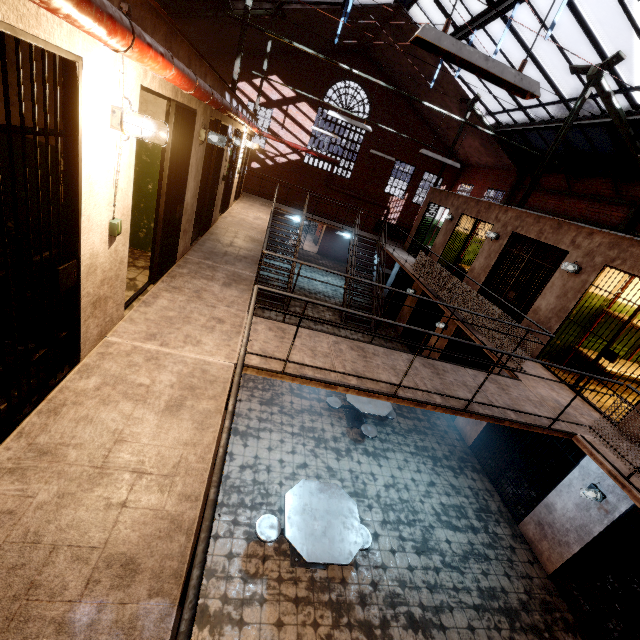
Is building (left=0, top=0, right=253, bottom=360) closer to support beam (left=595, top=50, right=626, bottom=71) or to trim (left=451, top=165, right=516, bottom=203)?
support beam (left=595, top=50, right=626, bottom=71)

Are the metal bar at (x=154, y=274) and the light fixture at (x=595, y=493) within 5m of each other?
no

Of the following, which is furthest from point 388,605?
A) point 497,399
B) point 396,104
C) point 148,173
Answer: point 396,104

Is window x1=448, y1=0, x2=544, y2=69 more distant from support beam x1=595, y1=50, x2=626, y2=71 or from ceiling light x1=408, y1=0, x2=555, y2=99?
ceiling light x1=408, y1=0, x2=555, y2=99

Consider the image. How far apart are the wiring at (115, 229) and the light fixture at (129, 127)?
0.1m

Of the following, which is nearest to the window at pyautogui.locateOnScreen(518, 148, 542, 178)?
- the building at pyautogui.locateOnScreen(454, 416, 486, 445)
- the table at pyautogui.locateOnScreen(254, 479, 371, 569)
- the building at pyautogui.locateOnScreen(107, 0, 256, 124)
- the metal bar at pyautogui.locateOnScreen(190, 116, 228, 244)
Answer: the building at pyautogui.locateOnScreen(107, 0, 256, 124)

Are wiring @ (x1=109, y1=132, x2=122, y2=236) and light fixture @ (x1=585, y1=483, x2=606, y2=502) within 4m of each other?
no

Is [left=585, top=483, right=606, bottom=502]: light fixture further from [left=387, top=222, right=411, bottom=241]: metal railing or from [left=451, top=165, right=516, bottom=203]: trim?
[left=451, top=165, right=516, bottom=203]: trim
